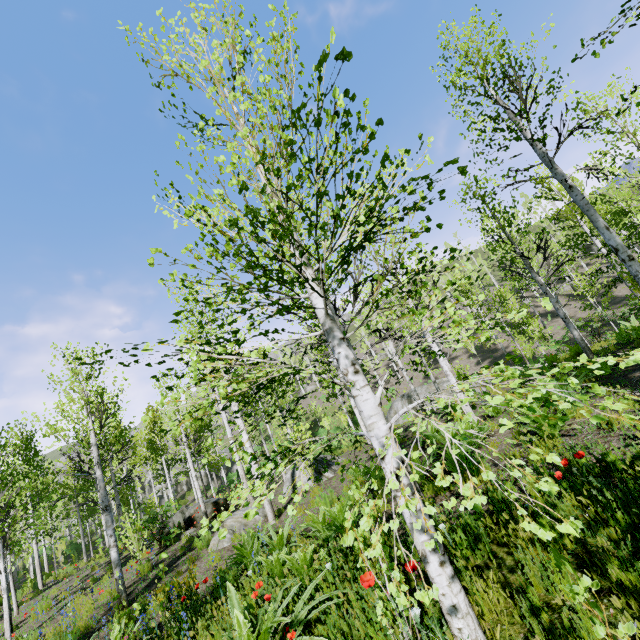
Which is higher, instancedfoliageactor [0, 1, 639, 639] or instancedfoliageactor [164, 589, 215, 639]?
instancedfoliageactor [0, 1, 639, 639]

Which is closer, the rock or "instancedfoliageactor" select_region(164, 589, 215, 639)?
"instancedfoliageactor" select_region(164, 589, 215, 639)

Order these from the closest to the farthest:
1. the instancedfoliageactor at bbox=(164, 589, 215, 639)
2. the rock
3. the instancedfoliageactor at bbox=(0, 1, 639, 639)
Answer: the instancedfoliageactor at bbox=(0, 1, 639, 639) → the instancedfoliageactor at bbox=(164, 589, 215, 639) → the rock

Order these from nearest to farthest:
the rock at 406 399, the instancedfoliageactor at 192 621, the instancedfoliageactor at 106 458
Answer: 1. the instancedfoliageactor at 106 458
2. the instancedfoliageactor at 192 621
3. the rock at 406 399

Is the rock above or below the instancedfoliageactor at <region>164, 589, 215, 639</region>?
above

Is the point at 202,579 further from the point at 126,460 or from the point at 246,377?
the point at 246,377

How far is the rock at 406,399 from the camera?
26.2m

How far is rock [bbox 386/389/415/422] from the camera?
26.2 meters
